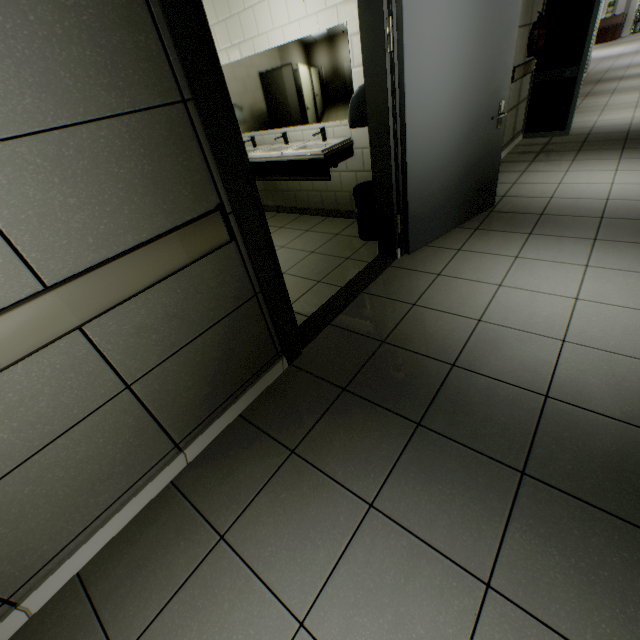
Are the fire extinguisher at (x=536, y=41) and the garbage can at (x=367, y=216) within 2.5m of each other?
no

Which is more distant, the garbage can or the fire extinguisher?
the fire extinguisher

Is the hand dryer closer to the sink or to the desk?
the sink

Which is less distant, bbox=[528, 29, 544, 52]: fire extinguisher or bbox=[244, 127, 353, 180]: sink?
bbox=[244, 127, 353, 180]: sink

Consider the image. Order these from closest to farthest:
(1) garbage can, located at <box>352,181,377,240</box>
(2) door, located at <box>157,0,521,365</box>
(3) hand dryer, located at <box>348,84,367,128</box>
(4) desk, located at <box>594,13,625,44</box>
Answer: (2) door, located at <box>157,0,521,365</box> → (3) hand dryer, located at <box>348,84,367,128</box> → (1) garbage can, located at <box>352,181,377,240</box> → (4) desk, located at <box>594,13,625,44</box>

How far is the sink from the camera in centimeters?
352cm

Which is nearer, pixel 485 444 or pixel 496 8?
pixel 485 444

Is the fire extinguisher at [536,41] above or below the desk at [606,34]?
above
